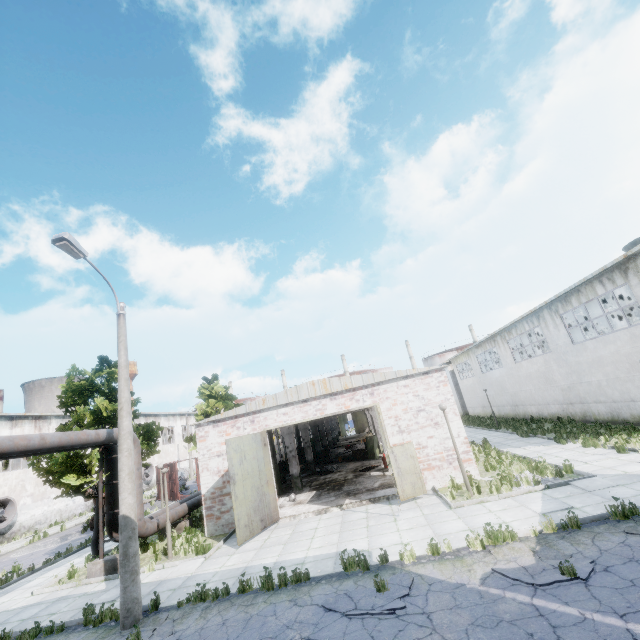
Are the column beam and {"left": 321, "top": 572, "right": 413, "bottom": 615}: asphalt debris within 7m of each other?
no

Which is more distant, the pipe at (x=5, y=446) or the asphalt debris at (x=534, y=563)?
the pipe at (x=5, y=446)

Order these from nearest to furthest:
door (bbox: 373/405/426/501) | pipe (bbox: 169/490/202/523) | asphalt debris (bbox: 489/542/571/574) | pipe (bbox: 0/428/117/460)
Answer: asphalt debris (bbox: 489/542/571/574) < pipe (bbox: 0/428/117/460) < door (bbox: 373/405/426/501) < pipe (bbox: 169/490/202/523)

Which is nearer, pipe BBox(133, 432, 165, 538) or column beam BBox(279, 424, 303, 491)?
pipe BBox(133, 432, 165, 538)

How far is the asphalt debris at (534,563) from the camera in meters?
6.7

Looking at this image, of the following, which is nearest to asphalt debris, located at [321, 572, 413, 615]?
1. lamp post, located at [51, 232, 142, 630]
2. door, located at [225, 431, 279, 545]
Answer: lamp post, located at [51, 232, 142, 630]

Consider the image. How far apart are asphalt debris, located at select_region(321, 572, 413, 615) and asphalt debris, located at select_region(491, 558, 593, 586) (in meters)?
1.69

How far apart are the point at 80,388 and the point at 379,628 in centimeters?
1561cm
